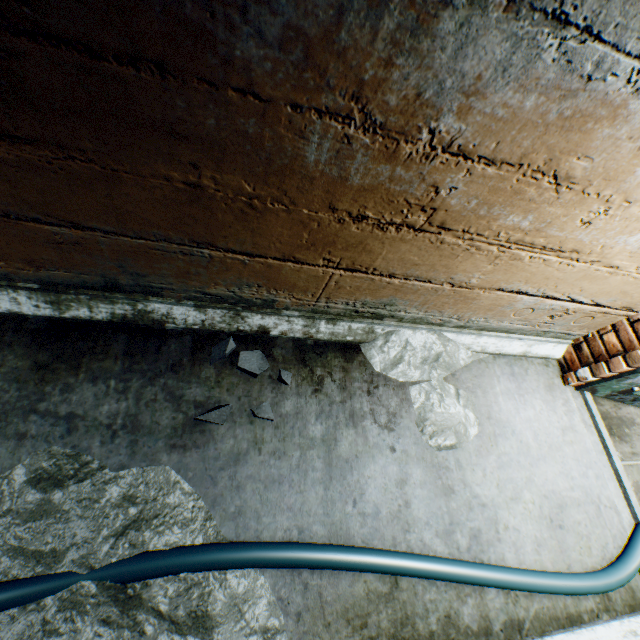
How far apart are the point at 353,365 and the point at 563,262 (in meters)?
1.20

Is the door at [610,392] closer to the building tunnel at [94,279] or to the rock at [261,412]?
the building tunnel at [94,279]

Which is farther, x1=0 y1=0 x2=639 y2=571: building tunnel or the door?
the door

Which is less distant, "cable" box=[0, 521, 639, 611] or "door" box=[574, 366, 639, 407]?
"cable" box=[0, 521, 639, 611]

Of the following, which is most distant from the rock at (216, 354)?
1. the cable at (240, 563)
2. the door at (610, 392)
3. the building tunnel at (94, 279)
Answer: the door at (610, 392)

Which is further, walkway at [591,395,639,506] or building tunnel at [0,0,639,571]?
walkway at [591,395,639,506]

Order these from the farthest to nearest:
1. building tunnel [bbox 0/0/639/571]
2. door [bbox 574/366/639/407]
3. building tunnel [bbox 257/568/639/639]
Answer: door [bbox 574/366/639/407] → building tunnel [bbox 257/568/639/639] → building tunnel [bbox 0/0/639/571]

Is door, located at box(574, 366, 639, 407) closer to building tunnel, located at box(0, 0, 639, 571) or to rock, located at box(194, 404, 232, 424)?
building tunnel, located at box(0, 0, 639, 571)
